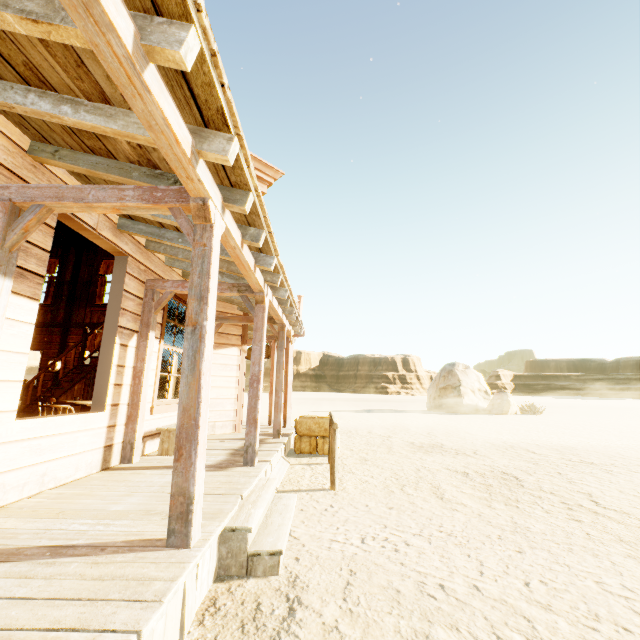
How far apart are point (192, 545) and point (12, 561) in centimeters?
106cm

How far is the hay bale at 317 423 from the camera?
7.5 meters

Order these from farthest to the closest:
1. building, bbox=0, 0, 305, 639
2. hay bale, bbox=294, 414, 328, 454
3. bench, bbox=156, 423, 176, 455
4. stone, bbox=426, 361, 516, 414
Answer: stone, bbox=426, 361, 516, 414 → hay bale, bbox=294, 414, 328, 454 → bench, bbox=156, 423, 176, 455 → building, bbox=0, 0, 305, 639

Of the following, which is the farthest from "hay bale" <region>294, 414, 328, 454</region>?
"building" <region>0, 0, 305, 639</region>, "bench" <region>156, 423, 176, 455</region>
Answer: "bench" <region>156, 423, 176, 455</region>

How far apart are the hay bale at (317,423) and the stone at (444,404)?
17.66m

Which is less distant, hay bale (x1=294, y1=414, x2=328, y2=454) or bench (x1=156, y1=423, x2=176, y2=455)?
bench (x1=156, y1=423, x2=176, y2=455)

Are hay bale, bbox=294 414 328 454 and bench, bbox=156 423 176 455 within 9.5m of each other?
yes

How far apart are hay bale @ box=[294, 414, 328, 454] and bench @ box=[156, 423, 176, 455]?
2.0m
